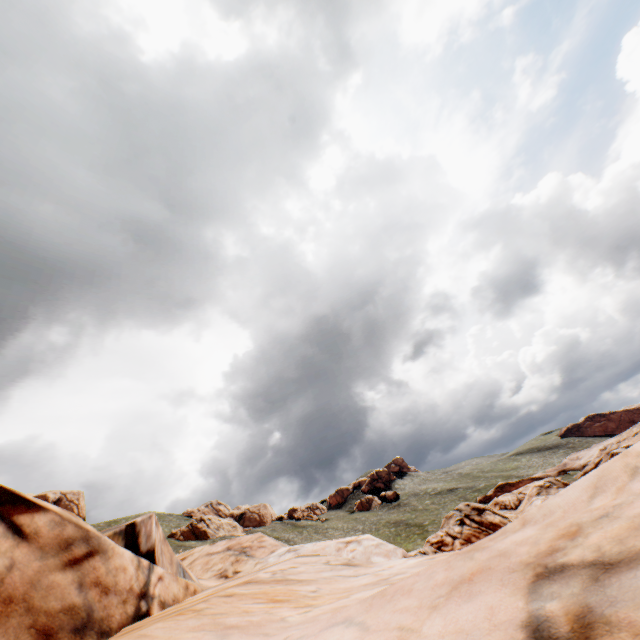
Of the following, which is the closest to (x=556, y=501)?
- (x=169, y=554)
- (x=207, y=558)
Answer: (x=169, y=554)
